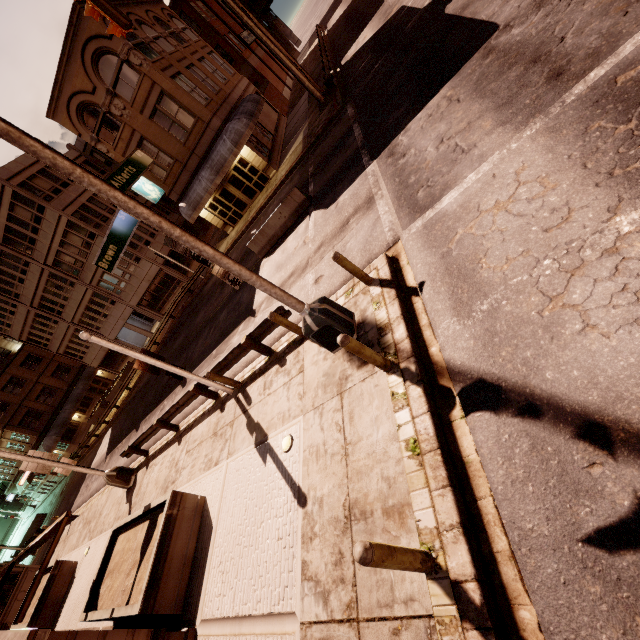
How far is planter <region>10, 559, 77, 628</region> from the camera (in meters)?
14.83

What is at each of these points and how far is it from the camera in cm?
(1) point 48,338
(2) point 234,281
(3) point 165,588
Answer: (1) building, 3691
(2) sign, 620
(3) planter, 754

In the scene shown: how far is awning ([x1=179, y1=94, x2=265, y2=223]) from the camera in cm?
2105

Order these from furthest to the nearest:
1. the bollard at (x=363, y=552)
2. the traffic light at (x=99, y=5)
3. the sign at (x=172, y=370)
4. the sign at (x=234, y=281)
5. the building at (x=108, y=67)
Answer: the building at (x=108, y=67) < the sign at (x=172, y=370) < the traffic light at (x=99, y=5) < the sign at (x=234, y=281) < the bollard at (x=363, y=552)

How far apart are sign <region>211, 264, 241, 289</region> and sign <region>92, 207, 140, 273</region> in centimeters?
46cm

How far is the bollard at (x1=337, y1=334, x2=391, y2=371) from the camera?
5.5 meters

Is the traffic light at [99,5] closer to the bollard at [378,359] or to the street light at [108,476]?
the bollard at [378,359]

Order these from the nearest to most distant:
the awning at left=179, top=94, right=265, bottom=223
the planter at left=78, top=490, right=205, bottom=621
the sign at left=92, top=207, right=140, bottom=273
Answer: the sign at left=92, top=207, right=140, bottom=273 < the planter at left=78, top=490, right=205, bottom=621 < the awning at left=179, top=94, right=265, bottom=223
